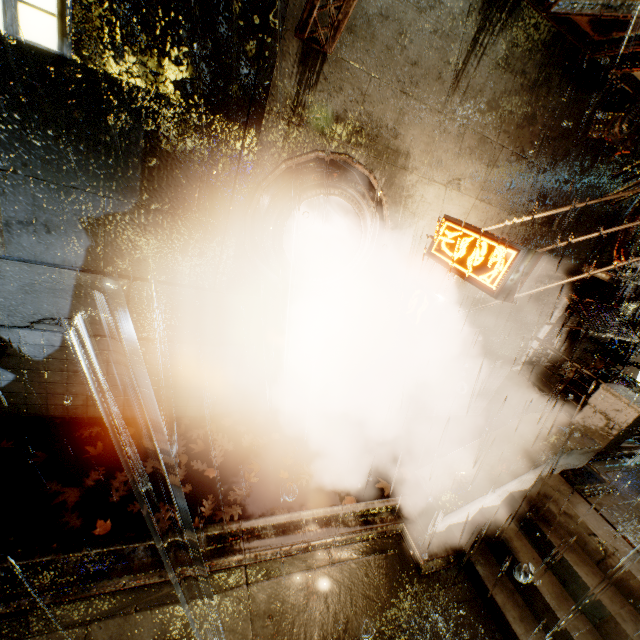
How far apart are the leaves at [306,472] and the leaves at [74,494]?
2.9 meters

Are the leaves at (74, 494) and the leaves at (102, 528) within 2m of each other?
yes

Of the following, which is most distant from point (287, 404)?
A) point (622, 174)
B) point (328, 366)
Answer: point (622, 174)

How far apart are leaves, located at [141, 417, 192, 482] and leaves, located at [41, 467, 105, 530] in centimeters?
18cm

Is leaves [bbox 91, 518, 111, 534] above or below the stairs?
below

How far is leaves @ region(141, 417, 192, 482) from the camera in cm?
569

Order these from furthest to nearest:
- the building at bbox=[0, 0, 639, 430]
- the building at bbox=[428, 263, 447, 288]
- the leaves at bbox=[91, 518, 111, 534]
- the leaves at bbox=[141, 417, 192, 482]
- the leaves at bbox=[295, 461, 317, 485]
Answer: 1. the building at bbox=[428, 263, 447, 288]
2. the leaves at bbox=[295, 461, 317, 485]
3. the leaves at bbox=[141, 417, 192, 482]
4. the leaves at bbox=[91, 518, 111, 534]
5. the building at bbox=[0, 0, 639, 430]

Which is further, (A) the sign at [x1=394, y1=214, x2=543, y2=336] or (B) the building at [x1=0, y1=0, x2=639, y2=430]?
(A) the sign at [x1=394, y1=214, x2=543, y2=336]
